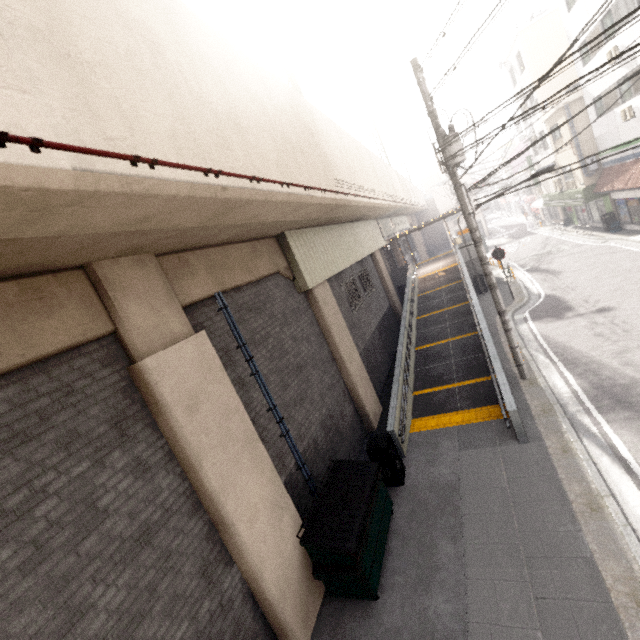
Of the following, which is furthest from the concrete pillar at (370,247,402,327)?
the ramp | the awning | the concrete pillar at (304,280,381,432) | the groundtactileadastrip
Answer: the awning

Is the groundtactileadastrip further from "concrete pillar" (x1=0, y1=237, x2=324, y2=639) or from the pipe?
the pipe

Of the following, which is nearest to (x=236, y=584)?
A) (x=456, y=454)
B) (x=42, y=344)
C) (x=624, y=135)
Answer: (x=42, y=344)

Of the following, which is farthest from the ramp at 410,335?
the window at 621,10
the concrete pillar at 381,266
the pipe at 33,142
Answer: the window at 621,10

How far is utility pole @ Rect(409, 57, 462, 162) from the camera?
8.2 meters

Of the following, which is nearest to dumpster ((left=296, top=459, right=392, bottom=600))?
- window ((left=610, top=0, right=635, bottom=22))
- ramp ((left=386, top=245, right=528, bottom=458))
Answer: ramp ((left=386, top=245, right=528, bottom=458))

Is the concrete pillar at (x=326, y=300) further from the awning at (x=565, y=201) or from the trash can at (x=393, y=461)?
the awning at (x=565, y=201)

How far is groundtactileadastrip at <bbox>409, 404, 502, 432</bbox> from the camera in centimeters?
896cm
